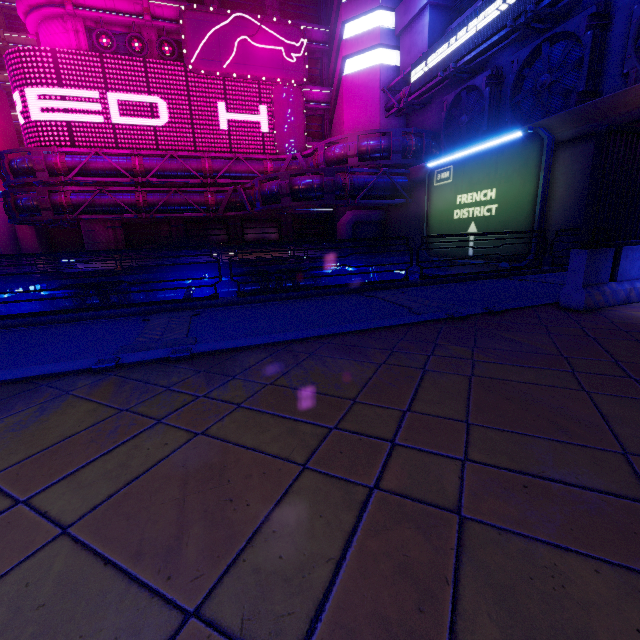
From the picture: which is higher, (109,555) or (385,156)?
(385,156)

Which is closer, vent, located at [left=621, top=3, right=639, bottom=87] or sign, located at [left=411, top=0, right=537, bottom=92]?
vent, located at [left=621, top=3, right=639, bottom=87]

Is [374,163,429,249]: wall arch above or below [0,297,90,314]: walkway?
above

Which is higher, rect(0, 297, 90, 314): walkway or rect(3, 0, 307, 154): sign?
rect(3, 0, 307, 154): sign

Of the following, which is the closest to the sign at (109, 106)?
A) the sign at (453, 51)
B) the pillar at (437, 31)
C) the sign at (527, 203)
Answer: the pillar at (437, 31)

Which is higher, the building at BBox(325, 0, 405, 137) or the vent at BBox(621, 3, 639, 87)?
the building at BBox(325, 0, 405, 137)

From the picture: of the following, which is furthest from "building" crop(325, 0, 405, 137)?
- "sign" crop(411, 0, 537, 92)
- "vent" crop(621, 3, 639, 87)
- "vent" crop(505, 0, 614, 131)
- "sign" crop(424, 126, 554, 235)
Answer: "vent" crop(621, 3, 639, 87)

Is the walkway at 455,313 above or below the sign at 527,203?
below
